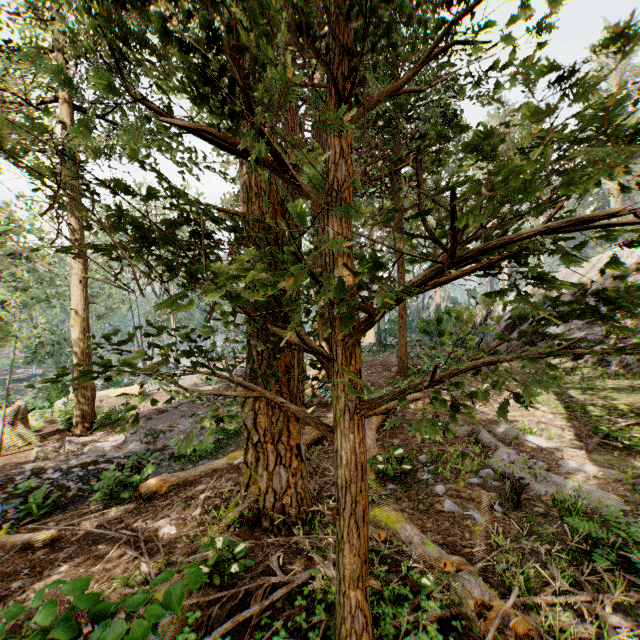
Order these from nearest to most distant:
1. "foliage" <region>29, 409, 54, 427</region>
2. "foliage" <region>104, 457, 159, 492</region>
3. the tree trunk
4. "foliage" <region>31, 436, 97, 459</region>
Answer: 1. "foliage" <region>104, 457, 159, 492</region>
2. "foliage" <region>31, 436, 97, 459</region>
3. "foliage" <region>29, 409, 54, 427</region>
4. the tree trunk

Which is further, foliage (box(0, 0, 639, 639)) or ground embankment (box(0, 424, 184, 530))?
ground embankment (box(0, 424, 184, 530))

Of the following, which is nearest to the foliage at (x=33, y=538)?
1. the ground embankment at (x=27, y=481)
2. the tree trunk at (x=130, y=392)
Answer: the ground embankment at (x=27, y=481)

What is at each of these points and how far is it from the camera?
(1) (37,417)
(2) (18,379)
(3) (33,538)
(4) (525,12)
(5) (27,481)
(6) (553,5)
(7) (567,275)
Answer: (1) foliage, 16.5m
(2) ground embankment, 55.7m
(3) foliage, 5.1m
(4) foliage, 2.5m
(5) ground embankment, 6.5m
(6) foliage, 2.4m
(7) rock, 23.9m

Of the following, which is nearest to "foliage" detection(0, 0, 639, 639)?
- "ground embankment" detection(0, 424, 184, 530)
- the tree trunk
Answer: "ground embankment" detection(0, 424, 184, 530)

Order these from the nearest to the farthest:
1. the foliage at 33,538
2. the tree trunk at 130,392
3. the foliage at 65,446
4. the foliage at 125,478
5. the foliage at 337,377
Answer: the foliage at 337,377
the foliage at 33,538
the foliage at 125,478
the foliage at 65,446
the tree trunk at 130,392
